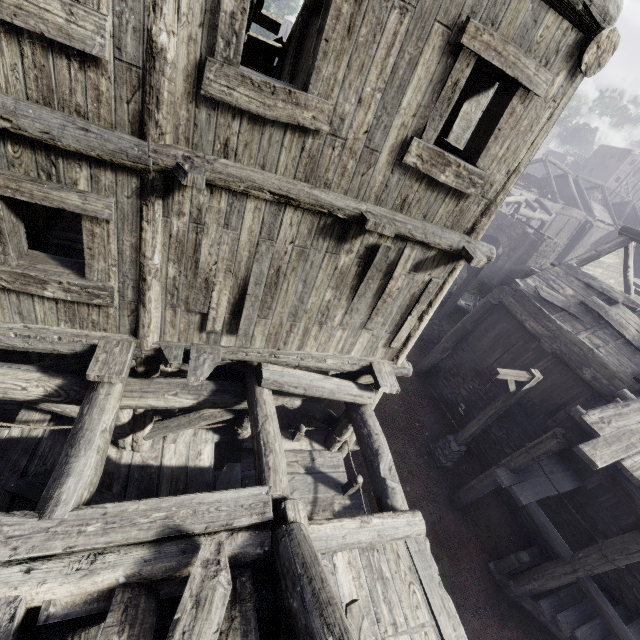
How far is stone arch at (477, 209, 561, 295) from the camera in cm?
2133

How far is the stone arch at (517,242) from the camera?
21.3 meters

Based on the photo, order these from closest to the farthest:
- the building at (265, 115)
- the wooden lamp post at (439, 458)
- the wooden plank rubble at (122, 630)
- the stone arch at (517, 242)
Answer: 1. the wooden plank rubble at (122, 630)
2. the building at (265, 115)
3. the wooden lamp post at (439, 458)
4. the stone arch at (517, 242)

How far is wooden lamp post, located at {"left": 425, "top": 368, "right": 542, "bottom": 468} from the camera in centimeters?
862cm

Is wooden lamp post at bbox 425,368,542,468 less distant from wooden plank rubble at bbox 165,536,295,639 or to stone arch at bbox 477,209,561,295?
wooden plank rubble at bbox 165,536,295,639

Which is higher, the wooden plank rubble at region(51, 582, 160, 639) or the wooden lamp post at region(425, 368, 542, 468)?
the wooden plank rubble at region(51, 582, 160, 639)

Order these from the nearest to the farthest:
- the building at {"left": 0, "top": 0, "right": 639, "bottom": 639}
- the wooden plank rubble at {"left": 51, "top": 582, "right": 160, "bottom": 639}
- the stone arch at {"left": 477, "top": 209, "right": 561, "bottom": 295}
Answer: the wooden plank rubble at {"left": 51, "top": 582, "right": 160, "bottom": 639} < the building at {"left": 0, "top": 0, "right": 639, "bottom": 639} < the stone arch at {"left": 477, "top": 209, "right": 561, "bottom": 295}

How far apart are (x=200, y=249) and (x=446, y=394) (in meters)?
12.28
